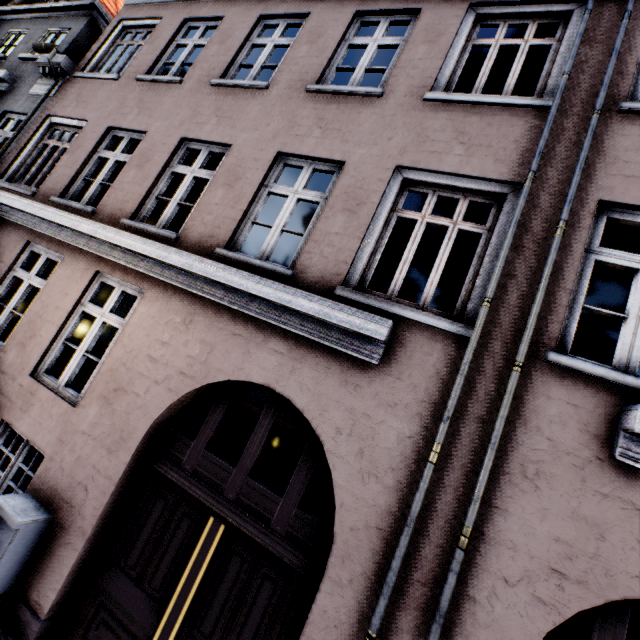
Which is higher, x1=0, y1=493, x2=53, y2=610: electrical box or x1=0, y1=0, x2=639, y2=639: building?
x1=0, y1=0, x2=639, y2=639: building

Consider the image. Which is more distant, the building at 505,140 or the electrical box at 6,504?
the electrical box at 6,504

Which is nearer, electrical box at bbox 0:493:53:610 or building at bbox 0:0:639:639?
building at bbox 0:0:639:639

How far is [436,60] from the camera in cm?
451

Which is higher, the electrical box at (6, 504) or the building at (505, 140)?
the building at (505, 140)
